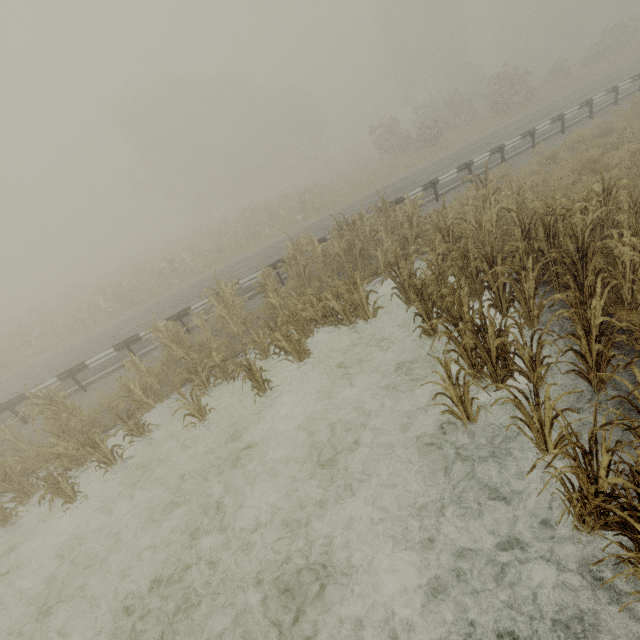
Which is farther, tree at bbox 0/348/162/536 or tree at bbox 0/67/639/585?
tree at bbox 0/348/162/536

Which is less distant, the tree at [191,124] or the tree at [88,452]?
the tree at [191,124]

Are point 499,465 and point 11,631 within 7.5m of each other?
no
